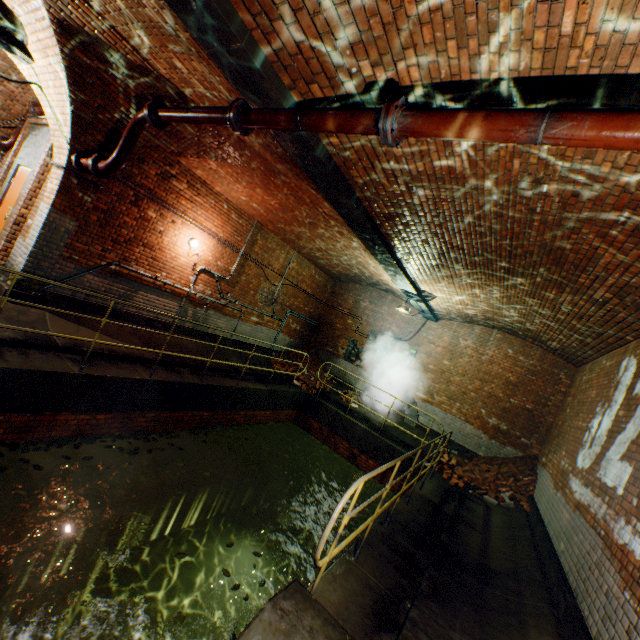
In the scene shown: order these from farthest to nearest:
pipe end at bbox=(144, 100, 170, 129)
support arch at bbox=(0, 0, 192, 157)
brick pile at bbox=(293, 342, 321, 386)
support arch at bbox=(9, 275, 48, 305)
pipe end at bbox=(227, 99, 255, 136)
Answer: brick pile at bbox=(293, 342, 321, 386)
support arch at bbox=(9, 275, 48, 305)
pipe end at bbox=(144, 100, 170, 129)
support arch at bbox=(0, 0, 192, 157)
pipe end at bbox=(227, 99, 255, 136)

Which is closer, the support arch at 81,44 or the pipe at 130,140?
the support arch at 81,44

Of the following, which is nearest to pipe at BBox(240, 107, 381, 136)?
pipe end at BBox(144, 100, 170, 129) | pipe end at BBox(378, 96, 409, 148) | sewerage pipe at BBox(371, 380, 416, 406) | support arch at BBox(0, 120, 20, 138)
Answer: pipe end at BBox(378, 96, 409, 148)

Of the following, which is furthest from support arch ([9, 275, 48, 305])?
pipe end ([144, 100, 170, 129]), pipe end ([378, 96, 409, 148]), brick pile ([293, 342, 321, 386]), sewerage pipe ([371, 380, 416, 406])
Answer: sewerage pipe ([371, 380, 416, 406])

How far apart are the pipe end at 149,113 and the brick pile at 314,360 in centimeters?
900cm

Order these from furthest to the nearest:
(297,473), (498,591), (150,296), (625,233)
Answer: (297,473) → (150,296) → (498,591) → (625,233)

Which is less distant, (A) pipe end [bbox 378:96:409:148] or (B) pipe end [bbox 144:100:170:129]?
(A) pipe end [bbox 378:96:409:148]

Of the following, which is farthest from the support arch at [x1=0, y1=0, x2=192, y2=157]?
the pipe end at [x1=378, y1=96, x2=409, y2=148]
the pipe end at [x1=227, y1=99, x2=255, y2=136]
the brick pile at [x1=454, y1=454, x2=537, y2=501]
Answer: the brick pile at [x1=454, y1=454, x2=537, y2=501]
